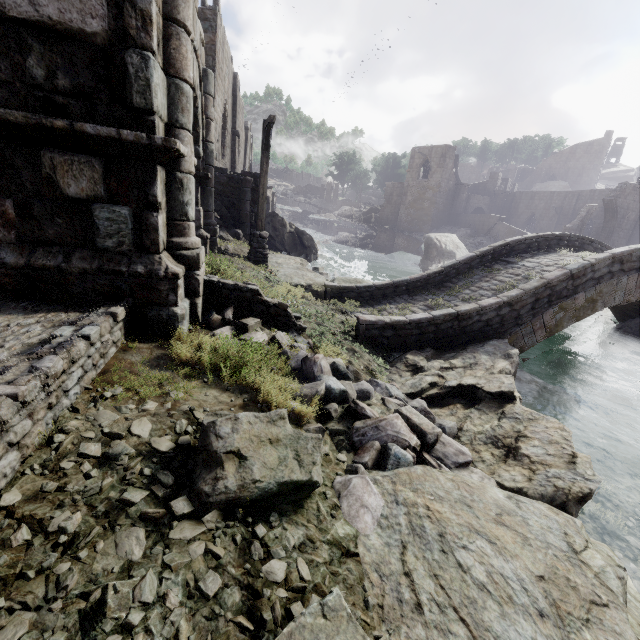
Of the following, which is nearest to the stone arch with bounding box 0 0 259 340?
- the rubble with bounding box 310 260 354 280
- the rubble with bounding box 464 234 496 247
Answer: the rubble with bounding box 310 260 354 280

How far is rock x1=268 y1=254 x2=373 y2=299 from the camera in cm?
1191

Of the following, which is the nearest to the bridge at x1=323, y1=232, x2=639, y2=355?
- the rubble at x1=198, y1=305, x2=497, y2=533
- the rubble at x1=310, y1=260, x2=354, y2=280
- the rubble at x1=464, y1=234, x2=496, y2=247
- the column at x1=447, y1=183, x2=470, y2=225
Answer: the rubble at x1=198, y1=305, x2=497, y2=533

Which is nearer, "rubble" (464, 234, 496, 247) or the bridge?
the bridge

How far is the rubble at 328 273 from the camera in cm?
1650

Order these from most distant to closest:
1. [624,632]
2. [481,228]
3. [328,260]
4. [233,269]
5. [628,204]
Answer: [481,228]
[628,204]
[328,260]
[233,269]
[624,632]

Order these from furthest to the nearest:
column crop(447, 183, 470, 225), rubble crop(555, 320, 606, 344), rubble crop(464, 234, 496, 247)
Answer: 1. column crop(447, 183, 470, 225)
2. rubble crop(464, 234, 496, 247)
3. rubble crop(555, 320, 606, 344)

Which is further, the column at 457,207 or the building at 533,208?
the column at 457,207
